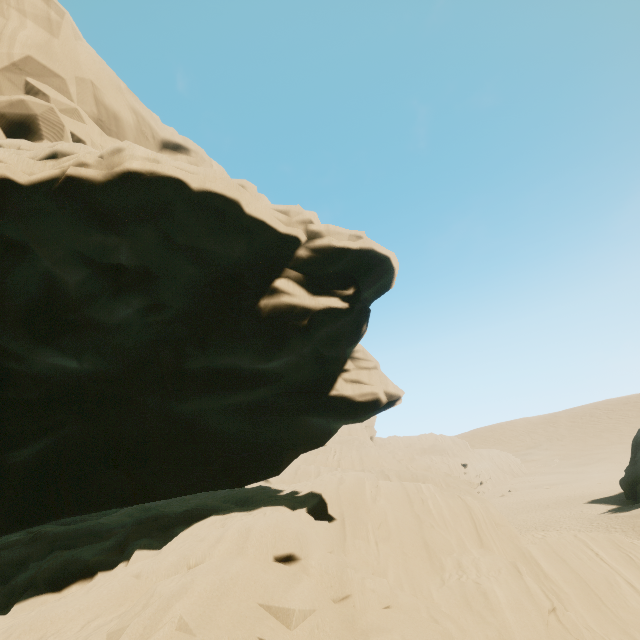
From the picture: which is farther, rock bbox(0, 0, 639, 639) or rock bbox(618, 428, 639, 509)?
rock bbox(618, 428, 639, 509)

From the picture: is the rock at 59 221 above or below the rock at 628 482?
above

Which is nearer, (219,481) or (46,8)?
(219,481)

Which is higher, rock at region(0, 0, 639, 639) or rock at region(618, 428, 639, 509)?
rock at region(0, 0, 639, 639)

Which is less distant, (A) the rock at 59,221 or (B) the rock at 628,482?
(A) the rock at 59,221
